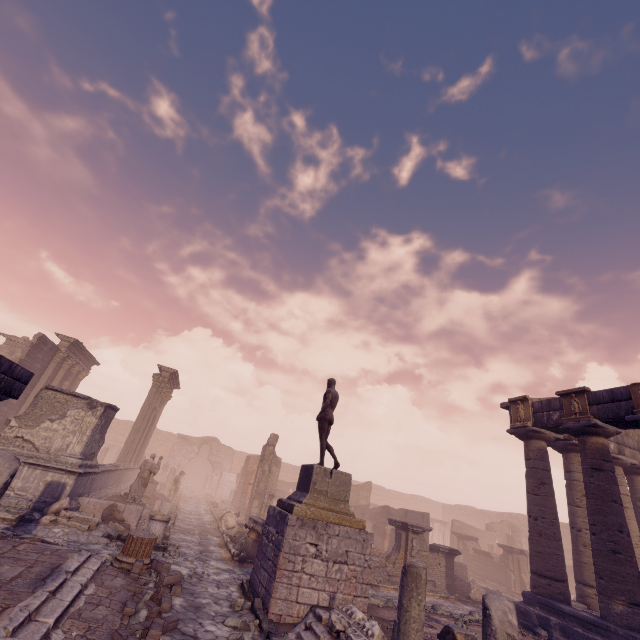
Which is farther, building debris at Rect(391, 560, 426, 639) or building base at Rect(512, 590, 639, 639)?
building base at Rect(512, 590, 639, 639)

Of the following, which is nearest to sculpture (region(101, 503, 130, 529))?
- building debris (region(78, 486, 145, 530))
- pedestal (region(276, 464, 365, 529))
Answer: building debris (region(78, 486, 145, 530))

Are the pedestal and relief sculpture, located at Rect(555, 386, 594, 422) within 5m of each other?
no

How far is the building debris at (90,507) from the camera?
11.8 meters

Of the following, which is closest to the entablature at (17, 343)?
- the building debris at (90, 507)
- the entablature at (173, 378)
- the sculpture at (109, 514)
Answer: the entablature at (173, 378)

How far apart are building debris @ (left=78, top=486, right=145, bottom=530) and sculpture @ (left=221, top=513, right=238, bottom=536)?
3.4 meters

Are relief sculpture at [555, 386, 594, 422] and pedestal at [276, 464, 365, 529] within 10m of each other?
Answer: yes

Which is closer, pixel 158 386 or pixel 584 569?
pixel 584 569
